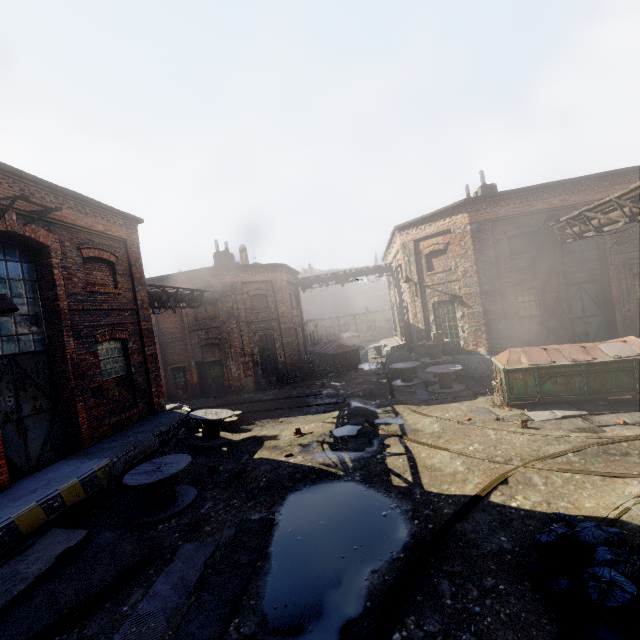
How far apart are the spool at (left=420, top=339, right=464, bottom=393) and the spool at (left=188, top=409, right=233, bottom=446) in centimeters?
840cm

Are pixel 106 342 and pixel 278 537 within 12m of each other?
yes

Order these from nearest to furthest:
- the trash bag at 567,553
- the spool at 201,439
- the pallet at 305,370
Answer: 1. the trash bag at 567,553
2. the spool at 201,439
3. the pallet at 305,370

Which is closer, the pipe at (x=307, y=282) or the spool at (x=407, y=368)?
the spool at (x=407, y=368)

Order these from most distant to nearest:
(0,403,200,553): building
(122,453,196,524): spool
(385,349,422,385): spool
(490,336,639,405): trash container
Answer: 1. (385,349,422,385): spool
2. (490,336,639,405): trash container
3. (122,453,196,524): spool
4. (0,403,200,553): building

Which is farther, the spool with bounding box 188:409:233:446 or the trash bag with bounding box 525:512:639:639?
the spool with bounding box 188:409:233:446

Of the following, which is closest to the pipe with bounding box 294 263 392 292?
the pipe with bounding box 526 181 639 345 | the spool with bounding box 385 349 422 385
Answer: the spool with bounding box 385 349 422 385

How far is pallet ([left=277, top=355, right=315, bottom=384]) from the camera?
20.73m
